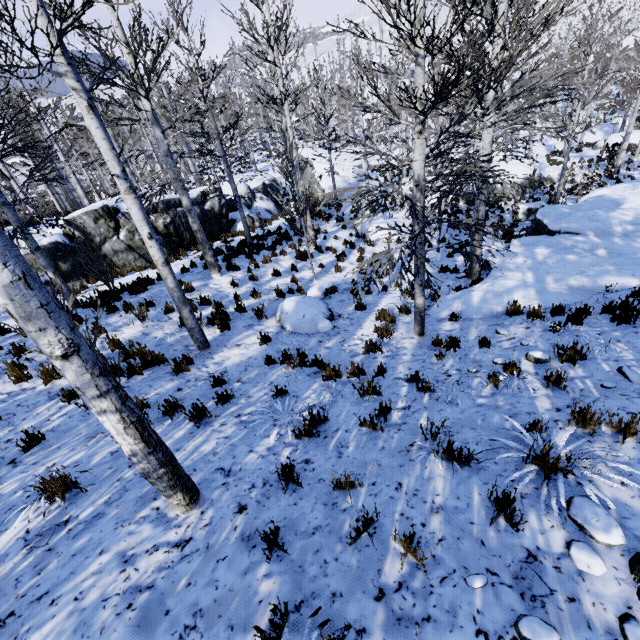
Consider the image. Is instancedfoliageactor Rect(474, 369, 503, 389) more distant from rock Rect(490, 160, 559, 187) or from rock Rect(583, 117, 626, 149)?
rock Rect(490, 160, 559, 187)

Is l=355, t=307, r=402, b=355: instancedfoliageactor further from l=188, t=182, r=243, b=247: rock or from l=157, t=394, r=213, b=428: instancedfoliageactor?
l=188, t=182, r=243, b=247: rock

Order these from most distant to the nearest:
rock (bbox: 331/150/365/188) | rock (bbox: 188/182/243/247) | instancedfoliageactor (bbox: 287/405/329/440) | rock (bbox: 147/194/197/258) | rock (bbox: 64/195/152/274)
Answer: rock (bbox: 331/150/365/188) → rock (bbox: 188/182/243/247) → rock (bbox: 147/194/197/258) → rock (bbox: 64/195/152/274) → instancedfoliageactor (bbox: 287/405/329/440)

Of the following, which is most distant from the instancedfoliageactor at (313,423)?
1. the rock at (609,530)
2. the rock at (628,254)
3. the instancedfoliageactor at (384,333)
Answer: the rock at (609,530)

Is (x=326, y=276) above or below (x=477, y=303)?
below

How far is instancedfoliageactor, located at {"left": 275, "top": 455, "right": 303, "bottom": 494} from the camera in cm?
326

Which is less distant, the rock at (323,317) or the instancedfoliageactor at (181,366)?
the instancedfoliageactor at (181,366)

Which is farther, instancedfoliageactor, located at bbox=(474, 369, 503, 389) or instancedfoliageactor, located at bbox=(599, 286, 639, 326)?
instancedfoliageactor, located at bbox=(599, 286, 639, 326)
